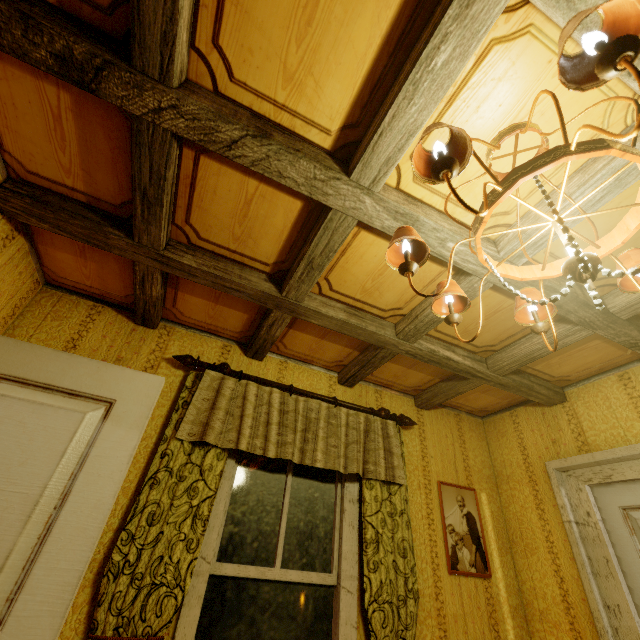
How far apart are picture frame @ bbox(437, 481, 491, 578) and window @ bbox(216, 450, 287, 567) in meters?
0.9

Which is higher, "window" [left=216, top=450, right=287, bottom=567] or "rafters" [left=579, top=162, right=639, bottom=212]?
"rafters" [left=579, top=162, right=639, bottom=212]

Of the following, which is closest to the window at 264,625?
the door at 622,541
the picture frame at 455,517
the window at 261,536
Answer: the window at 261,536

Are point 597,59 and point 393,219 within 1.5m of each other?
yes

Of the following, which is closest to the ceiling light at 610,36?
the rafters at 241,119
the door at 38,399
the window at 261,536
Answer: the rafters at 241,119

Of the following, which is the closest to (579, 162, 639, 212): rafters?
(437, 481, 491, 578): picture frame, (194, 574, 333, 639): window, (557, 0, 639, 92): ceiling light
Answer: (557, 0, 639, 92): ceiling light

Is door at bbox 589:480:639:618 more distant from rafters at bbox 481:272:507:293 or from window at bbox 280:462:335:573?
window at bbox 280:462:335:573

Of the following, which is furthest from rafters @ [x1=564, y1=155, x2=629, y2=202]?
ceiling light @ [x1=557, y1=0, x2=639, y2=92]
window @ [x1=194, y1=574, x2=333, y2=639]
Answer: window @ [x1=194, y1=574, x2=333, y2=639]
